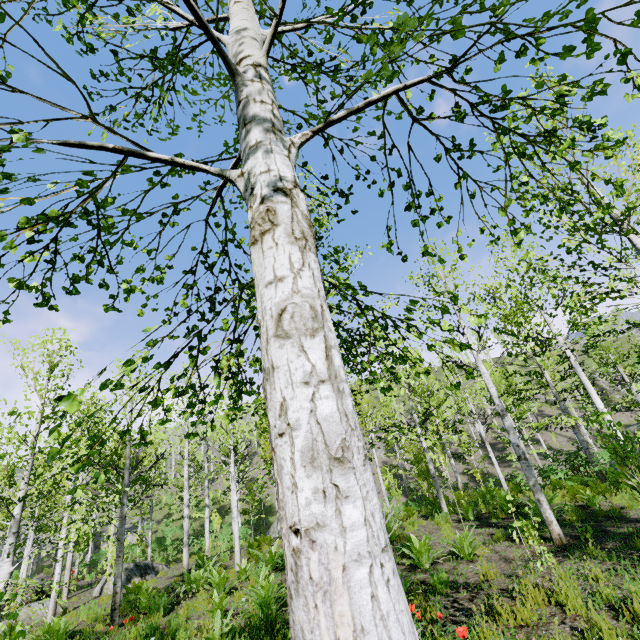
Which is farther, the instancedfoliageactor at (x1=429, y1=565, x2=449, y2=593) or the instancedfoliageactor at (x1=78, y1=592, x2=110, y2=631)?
the instancedfoliageactor at (x1=78, y1=592, x2=110, y2=631)

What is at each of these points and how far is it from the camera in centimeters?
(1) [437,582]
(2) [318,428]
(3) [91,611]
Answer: (1) instancedfoliageactor, 577cm
(2) instancedfoliageactor, 98cm
(3) instancedfoliageactor, 935cm

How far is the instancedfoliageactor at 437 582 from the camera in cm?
570

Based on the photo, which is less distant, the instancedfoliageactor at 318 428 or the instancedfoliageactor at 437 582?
the instancedfoliageactor at 318 428

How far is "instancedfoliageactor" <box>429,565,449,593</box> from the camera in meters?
5.7

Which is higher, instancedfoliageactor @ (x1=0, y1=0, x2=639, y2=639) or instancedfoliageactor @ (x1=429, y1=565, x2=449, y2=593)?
instancedfoliageactor @ (x1=0, y1=0, x2=639, y2=639)
